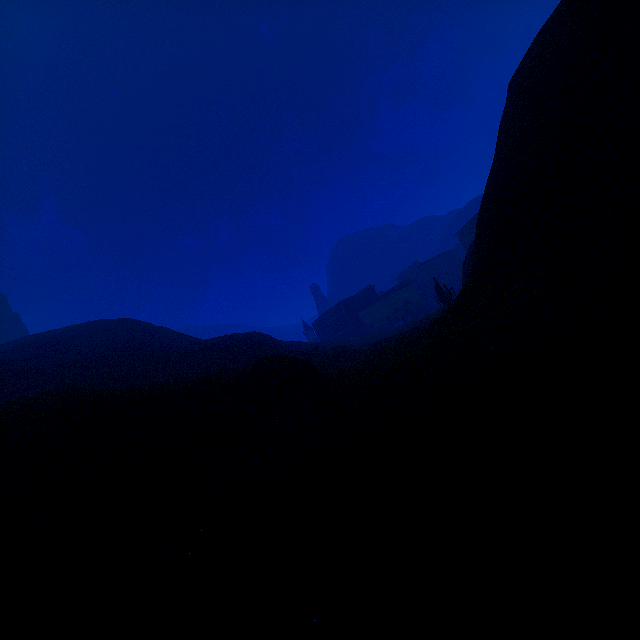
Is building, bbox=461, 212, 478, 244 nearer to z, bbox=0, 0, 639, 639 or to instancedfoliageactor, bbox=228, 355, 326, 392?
z, bbox=0, 0, 639, 639

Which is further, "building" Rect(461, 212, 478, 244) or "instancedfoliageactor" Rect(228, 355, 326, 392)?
"building" Rect(461, 212, 478, 244)

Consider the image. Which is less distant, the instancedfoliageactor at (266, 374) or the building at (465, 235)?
the instancedfoliageactor at (266, 374)

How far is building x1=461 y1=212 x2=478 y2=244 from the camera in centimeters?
5534cm

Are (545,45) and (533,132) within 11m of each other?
yes

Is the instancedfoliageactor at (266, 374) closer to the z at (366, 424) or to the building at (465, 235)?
the z at (366, 424)

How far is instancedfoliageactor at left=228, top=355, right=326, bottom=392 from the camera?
16.22m

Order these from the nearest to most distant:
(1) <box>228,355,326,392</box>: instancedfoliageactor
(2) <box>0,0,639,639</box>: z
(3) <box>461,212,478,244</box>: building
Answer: (2) <box>0,0,639,639</box>: z, (1) <box>228,355,326,392</box>: instancedfoliageactor, (3) <box>461,212,478,244</box>: building
